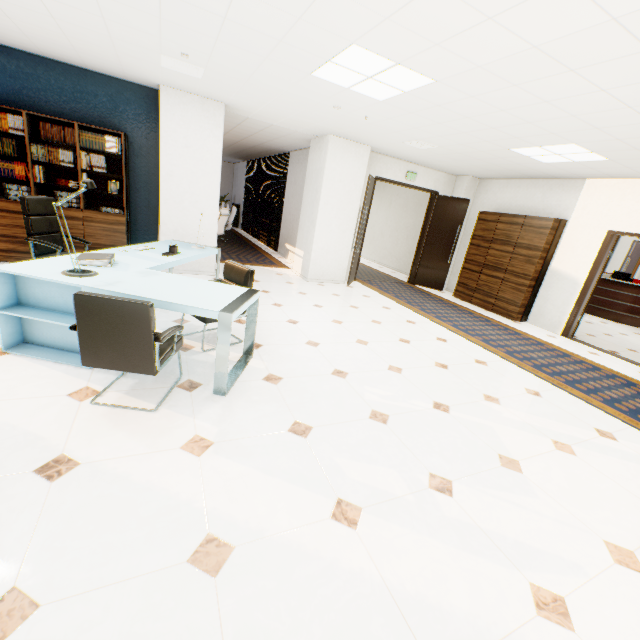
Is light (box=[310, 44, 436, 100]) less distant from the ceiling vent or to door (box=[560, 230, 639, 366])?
the ceiling vent

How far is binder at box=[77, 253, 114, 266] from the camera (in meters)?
3.02

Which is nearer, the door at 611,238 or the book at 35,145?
the book at 35,145

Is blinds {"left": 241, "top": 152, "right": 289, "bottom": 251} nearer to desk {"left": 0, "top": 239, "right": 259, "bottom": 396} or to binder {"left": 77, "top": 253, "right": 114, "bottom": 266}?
desk {"left": 0, "top": 239, "right": 259, "bottom": 396}

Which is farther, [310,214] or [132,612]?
[310,214]

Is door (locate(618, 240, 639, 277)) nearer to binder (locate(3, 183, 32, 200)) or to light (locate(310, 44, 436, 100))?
light (locate(310, 44, 436, 100))

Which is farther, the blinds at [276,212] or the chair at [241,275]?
the blinds at [276,212]

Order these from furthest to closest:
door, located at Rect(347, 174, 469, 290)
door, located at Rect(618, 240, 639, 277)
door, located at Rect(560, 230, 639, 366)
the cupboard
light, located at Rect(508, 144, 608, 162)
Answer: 1. door, located at Rect(618, 240, 639, 277)
2. door, located at Rect(347, 174, 469, 290)
3. the cupboard
4. door, located at Rect(560, 230, 639, 366)
5. light, located at Rect(508, 144, 608, 162)
